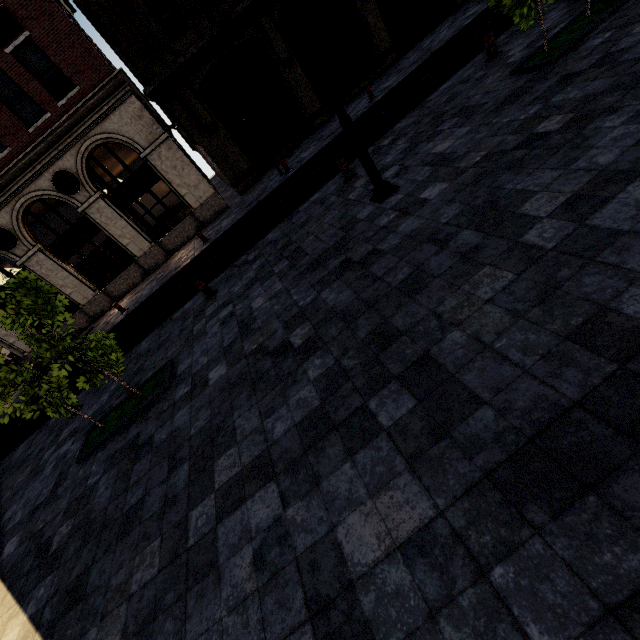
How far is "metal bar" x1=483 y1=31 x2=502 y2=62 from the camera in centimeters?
829cm

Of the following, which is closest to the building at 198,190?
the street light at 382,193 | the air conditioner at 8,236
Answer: the air conditioner at 8,236

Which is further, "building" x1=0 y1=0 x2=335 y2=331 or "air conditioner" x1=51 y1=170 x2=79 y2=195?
"air conditioner" x1=51 y1=170 x2=79 y2=195

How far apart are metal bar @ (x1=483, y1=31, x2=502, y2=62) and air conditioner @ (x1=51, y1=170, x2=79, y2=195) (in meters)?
16.77

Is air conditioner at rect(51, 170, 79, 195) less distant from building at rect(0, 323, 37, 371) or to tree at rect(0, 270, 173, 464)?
building at rect(0, 323, 37, 371)

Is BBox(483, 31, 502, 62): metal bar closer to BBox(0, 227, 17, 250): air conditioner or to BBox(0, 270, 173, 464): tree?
BBox(0, 270, 173, 464): tree

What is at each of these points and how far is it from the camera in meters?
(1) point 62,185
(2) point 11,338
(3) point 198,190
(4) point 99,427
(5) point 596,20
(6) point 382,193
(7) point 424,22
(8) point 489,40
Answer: (1) air conditioner, 14.8 m
(2) building, 16.9 m
(3) building, 16.8 m
(4) tree, 7.0 m
(5) tree, 6.2 m
(6) street light, 6.6 m
(7) building, 18.5 m
(8) metal bar, 8.3 m
